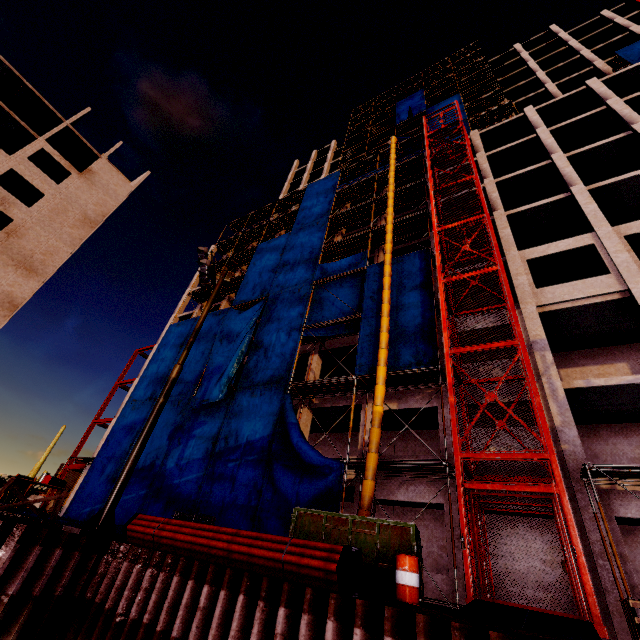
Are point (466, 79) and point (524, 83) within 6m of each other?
no

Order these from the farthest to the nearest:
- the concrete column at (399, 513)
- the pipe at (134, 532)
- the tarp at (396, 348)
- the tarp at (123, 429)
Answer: the tarp at (123, 429) < the concrete column at (399, 513) < the tarp at (396, 348) < the pipe at (134, 532)

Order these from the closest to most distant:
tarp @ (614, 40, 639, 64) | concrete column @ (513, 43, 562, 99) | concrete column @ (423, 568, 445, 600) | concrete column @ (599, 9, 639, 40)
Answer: concrete column @ (423, 568, 445, 600) < tarp @ (614, 40, 639, 64) < concrete column @ (599, 9, 639, 40) < concrete column @ (513, 43, 562, 99)

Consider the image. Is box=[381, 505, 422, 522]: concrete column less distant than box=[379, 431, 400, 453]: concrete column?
Yes

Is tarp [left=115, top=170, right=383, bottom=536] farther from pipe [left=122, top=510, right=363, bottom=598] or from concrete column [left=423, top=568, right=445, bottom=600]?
pipe [left=122, top=510, right=363, bottom=598]

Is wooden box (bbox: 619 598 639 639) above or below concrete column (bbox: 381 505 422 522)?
below

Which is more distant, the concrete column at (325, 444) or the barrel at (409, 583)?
the concrete column at (325, 444)

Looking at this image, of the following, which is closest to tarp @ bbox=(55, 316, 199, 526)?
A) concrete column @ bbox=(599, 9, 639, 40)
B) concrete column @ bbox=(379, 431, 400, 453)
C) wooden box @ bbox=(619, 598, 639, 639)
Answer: concrete column @ bbox=(379, 431, 400, 453)
